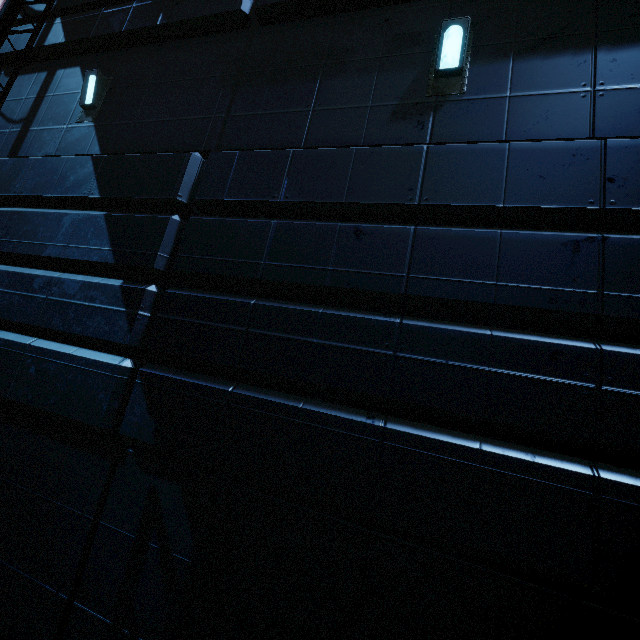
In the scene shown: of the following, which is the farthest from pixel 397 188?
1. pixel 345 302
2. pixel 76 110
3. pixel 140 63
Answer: pixel 76 110

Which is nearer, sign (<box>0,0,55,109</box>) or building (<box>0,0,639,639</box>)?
building (<box>0,0,639,639</box>)

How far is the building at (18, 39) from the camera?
6.2m

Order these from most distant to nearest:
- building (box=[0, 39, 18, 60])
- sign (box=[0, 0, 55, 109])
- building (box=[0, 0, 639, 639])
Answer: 1. building (box=[0, 39, 18, 60])
2. sign (box=[0, 0, 55, 109])
3. building (box=[0, 0, 639, 639])

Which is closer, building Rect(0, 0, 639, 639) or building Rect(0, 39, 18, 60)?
building Rect(0, 0, 639, 639)

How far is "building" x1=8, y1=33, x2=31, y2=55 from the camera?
6.2m

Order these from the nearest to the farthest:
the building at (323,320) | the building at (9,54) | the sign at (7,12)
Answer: the building at (323,320), the sign at (7,12), the building at (9,54)
